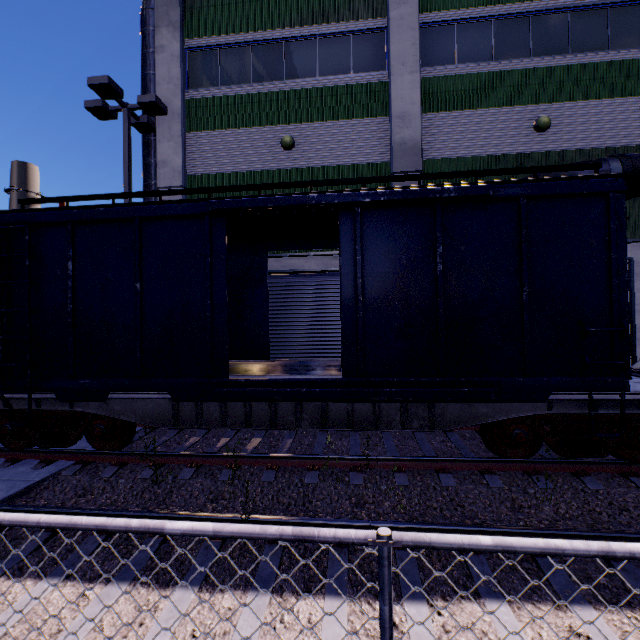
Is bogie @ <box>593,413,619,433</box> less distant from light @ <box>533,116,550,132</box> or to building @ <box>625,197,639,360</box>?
building @ <box>625,197,639,360</box>

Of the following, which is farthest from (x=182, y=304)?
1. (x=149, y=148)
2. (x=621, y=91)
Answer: (x=621, y=91)

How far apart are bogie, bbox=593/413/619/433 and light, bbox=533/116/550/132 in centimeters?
873cm

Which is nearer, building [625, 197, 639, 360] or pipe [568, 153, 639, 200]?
pipe [568, 153, 639, 200]

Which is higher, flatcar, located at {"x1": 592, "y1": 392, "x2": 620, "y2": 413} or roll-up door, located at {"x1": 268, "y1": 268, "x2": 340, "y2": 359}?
roll-up door, located at {"x1": 268, "y1": 268, "x2": 340, "y2": 359}

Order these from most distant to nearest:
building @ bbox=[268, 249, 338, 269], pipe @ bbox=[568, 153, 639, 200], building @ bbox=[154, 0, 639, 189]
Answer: building @ bbox=[268, 249, 338, 269] → building @ bbox=[154, 0, 639, 189] → pipe @ bbox=[568, 153, 639, 200]

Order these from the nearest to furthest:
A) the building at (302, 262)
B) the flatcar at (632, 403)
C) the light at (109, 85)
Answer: the flatcar at (632, 403), the light at (109, 85), the building at (302, 262)

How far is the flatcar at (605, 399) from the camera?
5.10m
